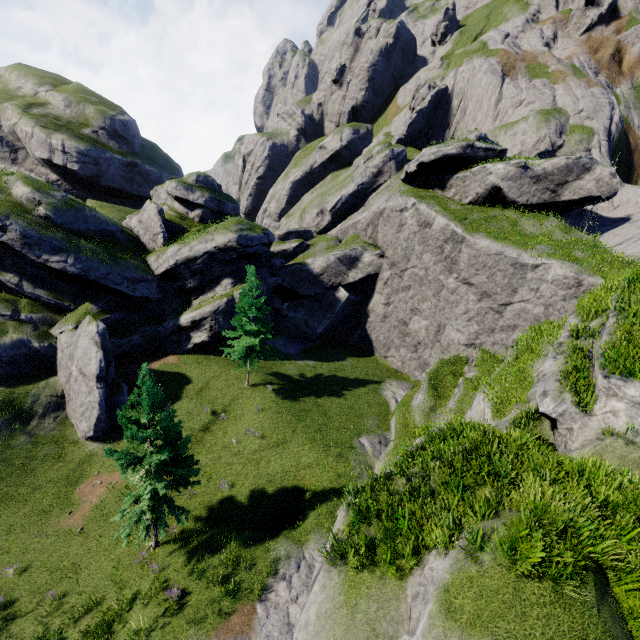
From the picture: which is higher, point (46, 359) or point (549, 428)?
point (549, 428)

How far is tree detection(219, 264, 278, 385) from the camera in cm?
2536

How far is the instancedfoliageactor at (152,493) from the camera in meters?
13.9

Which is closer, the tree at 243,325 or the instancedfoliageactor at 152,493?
the instancedfoliageactor at 152,493

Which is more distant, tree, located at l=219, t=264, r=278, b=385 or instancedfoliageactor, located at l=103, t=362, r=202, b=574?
tree, located at l=219, t=264, r=278, b=385

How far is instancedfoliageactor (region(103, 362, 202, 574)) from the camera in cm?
1388
